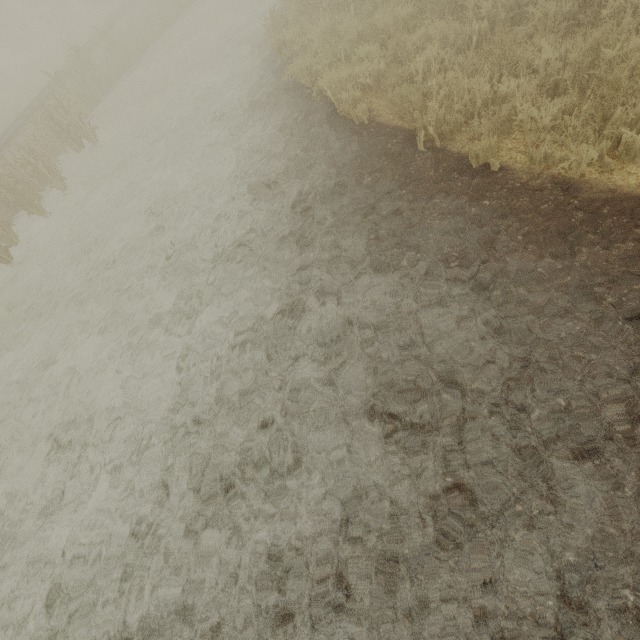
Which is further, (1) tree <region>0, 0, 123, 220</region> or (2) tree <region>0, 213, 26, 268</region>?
(1) tree <region>0, 0, 123, 220</region>

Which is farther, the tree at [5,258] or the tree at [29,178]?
the tree at [29,178]

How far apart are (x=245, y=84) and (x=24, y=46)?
42.0 meters
